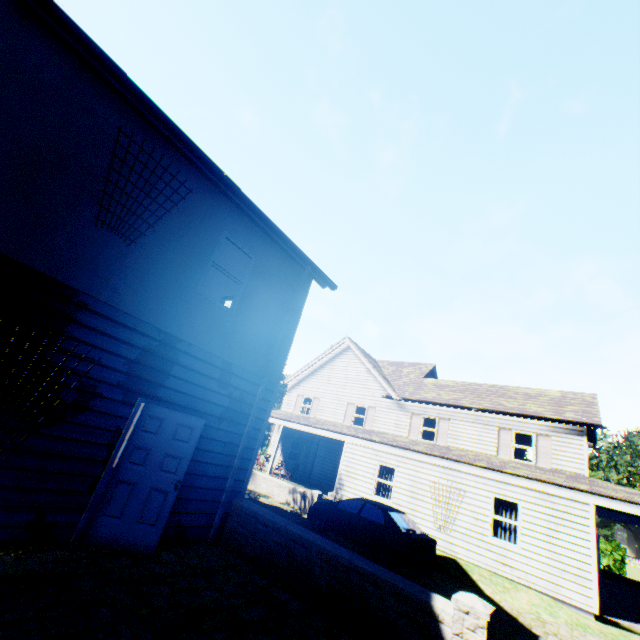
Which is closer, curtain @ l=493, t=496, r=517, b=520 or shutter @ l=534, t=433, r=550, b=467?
curtain @ l=493, t=496, r=517, b=520

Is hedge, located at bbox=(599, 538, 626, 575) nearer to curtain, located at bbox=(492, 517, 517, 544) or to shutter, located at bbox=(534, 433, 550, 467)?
shutter, located at bbox=(534, 433, 550, 467)

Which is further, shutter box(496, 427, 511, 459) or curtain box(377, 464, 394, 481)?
shutter box(496, 427, 511, 459)

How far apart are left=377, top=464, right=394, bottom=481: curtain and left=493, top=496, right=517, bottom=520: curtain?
4.3 meters

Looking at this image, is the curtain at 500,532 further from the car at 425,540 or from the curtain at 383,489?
the curtain at 383,489

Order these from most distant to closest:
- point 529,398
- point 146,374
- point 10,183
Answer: point 529,398 < point 146,374 < point 10,183

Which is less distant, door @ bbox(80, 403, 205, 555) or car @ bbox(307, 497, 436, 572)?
door @ bbox(80, 403, 205, 555)

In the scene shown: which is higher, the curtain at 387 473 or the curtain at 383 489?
the curtain at 387 473
